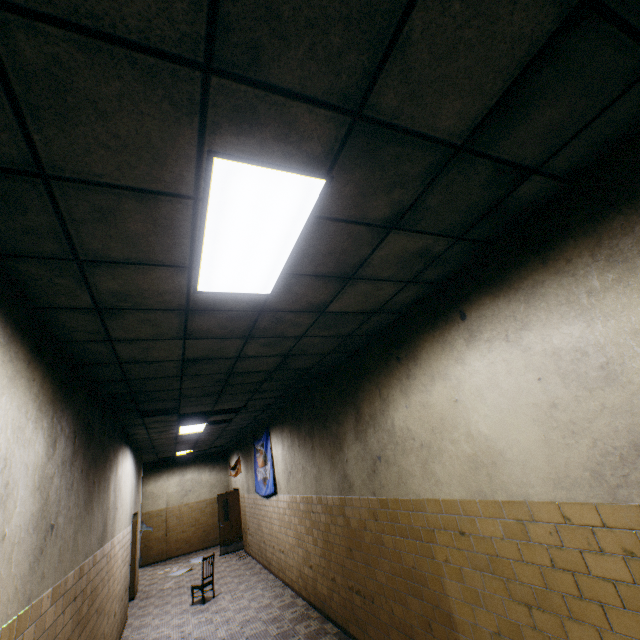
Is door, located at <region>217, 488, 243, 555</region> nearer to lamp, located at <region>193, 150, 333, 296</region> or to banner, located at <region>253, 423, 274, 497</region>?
banner, located at <region>253, 423, 274, 497</region>

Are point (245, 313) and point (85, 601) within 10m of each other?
yes

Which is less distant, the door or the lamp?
the lamp

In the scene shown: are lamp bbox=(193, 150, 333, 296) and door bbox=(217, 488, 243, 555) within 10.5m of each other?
no

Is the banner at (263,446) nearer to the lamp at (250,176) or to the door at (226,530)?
the door at (226,530)

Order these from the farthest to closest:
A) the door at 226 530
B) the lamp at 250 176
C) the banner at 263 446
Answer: the door at 226 530 < the banner at 263 446 < the lamp at 250 176

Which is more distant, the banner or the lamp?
the banner

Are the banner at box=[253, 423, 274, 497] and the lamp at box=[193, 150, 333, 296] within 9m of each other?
yes
